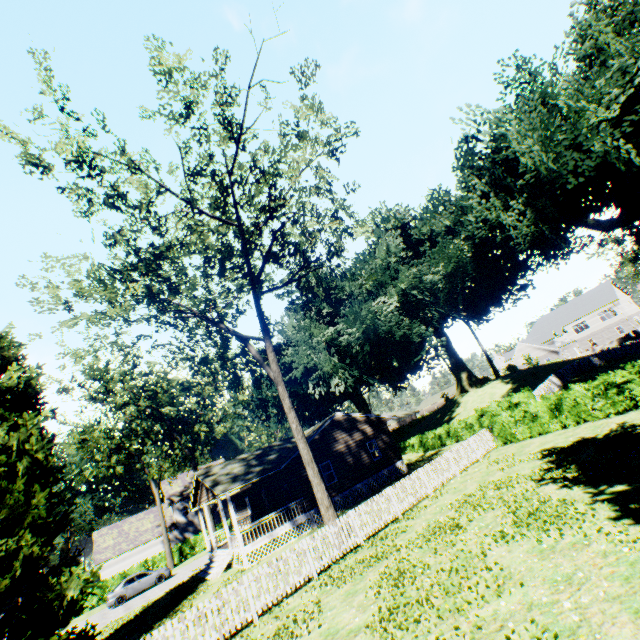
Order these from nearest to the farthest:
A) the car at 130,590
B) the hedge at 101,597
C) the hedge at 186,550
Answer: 1. the car at 130,590
2. the hedge at 101,597
3. the hedge at 186,550

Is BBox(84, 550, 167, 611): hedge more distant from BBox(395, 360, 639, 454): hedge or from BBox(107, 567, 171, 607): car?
BBox(395, 360, 639, 454): hedge

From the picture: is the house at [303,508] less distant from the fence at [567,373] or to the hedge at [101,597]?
the hedge at [101,597]

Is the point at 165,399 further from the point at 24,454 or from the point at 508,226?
the point at 508,226

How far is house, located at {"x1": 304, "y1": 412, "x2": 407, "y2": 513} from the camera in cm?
2475

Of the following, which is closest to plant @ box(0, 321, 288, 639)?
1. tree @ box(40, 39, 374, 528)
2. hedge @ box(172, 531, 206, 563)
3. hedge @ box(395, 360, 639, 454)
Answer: tree @ box(40, 39, 374, 528)

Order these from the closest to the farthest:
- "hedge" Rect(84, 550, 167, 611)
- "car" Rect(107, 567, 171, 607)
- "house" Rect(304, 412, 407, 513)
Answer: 1. "house" Rect(304, 412, 407, 513)
2. "car" Rect(107, 567, 171, 607)
3. "hedge" Rect(84, 550, 167, 611)

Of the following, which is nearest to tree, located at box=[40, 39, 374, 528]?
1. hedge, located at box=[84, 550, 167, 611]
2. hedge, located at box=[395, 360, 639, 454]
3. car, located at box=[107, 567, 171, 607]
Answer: hedge, located at box=[395, 360, 639, 454]
